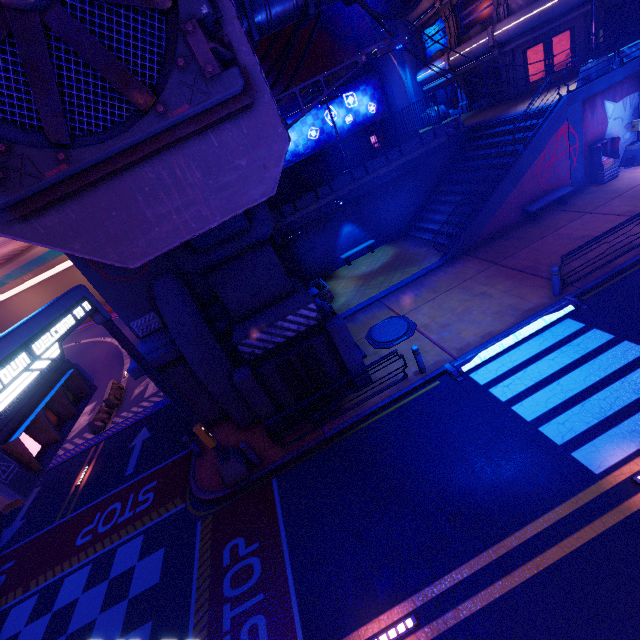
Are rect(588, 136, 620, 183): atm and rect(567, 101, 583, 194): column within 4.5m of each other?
yes

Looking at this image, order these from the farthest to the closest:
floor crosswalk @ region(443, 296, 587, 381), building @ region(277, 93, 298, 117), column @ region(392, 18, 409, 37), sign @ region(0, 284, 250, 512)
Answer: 1. column @ region(392, 18, 409, 37)
2. building @ region(277, 93, 298, 117)
3. floor crosswalk @ region(443, 296, 587, 381)
4. sign @ region(0, 284, 250, 512)

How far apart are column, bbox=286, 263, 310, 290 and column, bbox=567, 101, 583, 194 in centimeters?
1434cm

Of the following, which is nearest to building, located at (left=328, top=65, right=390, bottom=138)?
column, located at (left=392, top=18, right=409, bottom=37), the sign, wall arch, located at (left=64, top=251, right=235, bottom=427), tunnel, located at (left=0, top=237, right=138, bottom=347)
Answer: tunnel, located at (left=0, top=237, right=138, bottom=347)

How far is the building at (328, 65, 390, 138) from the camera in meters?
23.7 m

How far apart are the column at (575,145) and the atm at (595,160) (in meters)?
0.32

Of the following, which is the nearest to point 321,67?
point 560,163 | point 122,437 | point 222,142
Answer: point 560,163

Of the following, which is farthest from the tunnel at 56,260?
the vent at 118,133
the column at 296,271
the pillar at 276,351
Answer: the vent at 118,133
